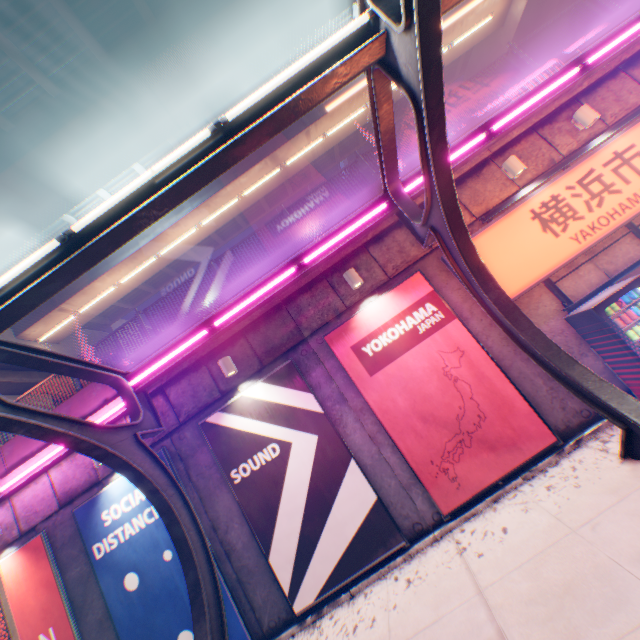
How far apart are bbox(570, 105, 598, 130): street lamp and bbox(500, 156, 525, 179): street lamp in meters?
1.6

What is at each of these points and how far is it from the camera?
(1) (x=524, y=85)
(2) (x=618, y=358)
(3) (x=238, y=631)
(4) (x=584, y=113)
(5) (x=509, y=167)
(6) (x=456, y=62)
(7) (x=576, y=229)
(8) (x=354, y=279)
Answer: (1) concrete block, 7.9m
(2) vending machine, 5.8m
(3) billboard, 6.5m
(4) street lamp, 7.0m
(5) street lamp, 7.1m
(6) overpass support, 18.7m
(7) sign, 6.7m
(8) street lamp, 7.2m

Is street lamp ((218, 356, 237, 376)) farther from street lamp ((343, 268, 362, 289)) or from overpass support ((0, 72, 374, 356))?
overpass support ((0, 72, 374, 356))

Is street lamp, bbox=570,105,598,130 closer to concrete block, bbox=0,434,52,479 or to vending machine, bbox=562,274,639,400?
concrete block, bbox=0,434,52,479

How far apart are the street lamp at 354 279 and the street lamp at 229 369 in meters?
3.2

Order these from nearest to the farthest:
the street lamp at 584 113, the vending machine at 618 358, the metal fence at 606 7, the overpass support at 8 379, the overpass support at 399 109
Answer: the vending machine at 618 358 < the street lamp at 584 113 < the metal fence at 606 7 < the overpass support at 8 379 < the overpass support at 399 109

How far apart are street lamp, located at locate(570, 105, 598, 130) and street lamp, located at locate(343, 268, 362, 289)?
6.0 meters

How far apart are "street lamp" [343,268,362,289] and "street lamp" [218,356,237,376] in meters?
3.2
